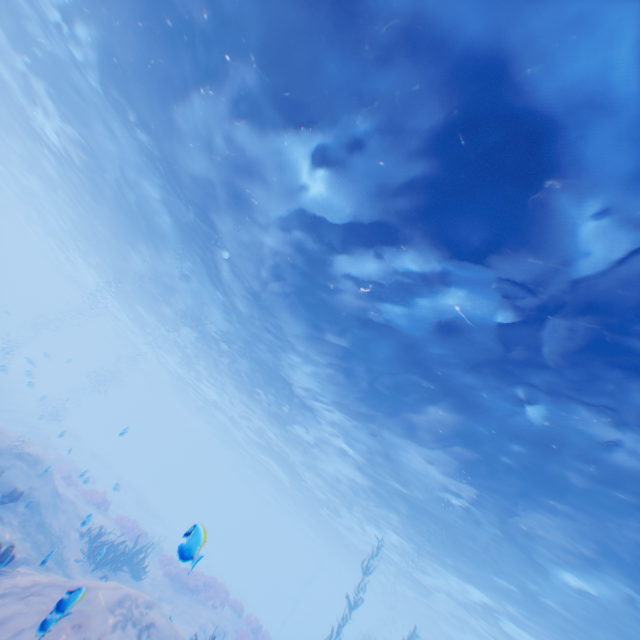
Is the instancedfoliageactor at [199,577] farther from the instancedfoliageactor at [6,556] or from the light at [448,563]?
the instancedfoliageactor at [6,556]

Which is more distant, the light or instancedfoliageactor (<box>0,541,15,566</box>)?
the light

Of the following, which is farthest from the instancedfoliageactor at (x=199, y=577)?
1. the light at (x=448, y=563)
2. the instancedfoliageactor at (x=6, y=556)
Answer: the instancedfoliageactor at (x=6, y=556)

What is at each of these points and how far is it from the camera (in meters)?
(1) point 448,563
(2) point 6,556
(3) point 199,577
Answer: (1) light, 21.84
(2) instancedfoliageactor, 7.04
(3) instancedfoliageactor, 19.11

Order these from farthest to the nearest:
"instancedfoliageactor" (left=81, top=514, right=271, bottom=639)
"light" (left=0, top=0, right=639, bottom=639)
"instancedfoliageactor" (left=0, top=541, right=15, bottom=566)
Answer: "instancedfoliageactor" (left=81, top=514, right=271, bottom=639) → "light" (left=0, top=0, right=639, bottom=639) → "instancedfoliageactor" (left=0, top=541, right=15, bottom=566)

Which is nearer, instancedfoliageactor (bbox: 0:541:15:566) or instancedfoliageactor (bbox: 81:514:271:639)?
instancedfoliageactor (bbox: 0:541:15:566)

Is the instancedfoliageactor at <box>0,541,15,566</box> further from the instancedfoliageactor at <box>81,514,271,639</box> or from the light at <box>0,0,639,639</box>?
the instancedfoliageactor at <box>81,514,271,639</box>
